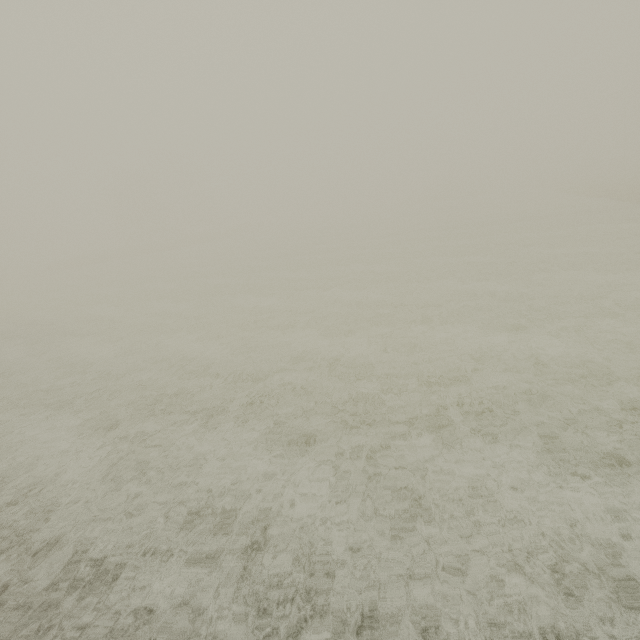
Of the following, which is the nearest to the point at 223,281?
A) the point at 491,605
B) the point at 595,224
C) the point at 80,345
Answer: the point at 80,345
